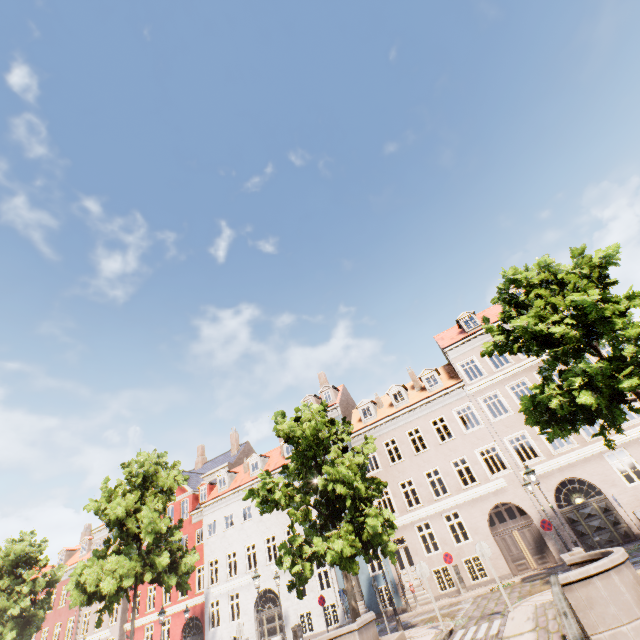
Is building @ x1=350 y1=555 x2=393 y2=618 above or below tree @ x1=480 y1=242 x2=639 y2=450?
below

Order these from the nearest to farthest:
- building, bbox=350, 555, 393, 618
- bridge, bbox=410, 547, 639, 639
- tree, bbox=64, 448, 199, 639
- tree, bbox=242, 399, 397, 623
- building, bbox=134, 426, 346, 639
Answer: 1. bridge, bbox=410, 547, 639, 639
2. tree, bbox=242, 399, 397, 623
3. tree, bbox=64, 448, 199, 639
4. building, bbox=350, 555, 393, 618
5. building, bbox=134, 426, 346, 639

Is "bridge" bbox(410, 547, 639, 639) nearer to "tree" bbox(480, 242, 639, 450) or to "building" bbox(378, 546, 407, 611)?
"tree" bbox(480, 242, 639, 450)

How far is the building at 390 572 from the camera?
19.6m

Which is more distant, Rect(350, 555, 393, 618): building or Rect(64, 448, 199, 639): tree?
Rect(350, 555, 393, 618): building

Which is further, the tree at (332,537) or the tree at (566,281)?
the tree at (332,537)

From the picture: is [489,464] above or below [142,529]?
below

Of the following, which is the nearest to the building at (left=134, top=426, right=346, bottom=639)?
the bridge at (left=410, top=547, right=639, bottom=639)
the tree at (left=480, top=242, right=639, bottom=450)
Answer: the tree at (left=480, top=242, right=639, bottom=450)
